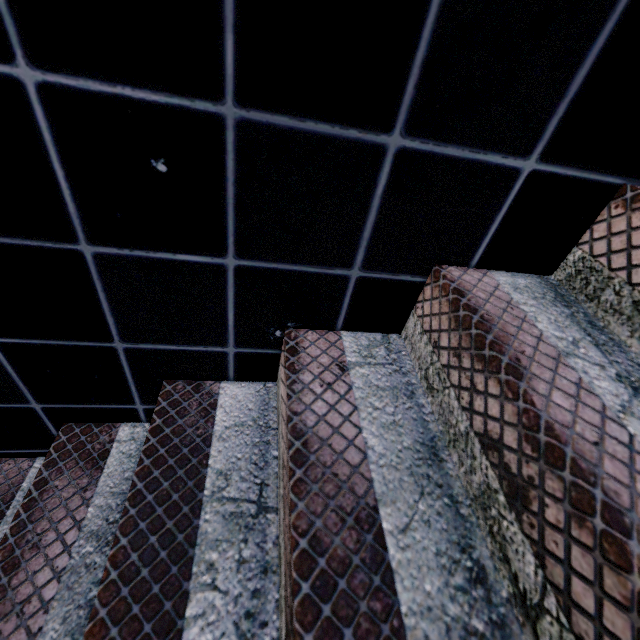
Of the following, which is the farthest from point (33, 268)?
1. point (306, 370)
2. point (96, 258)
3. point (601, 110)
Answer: point (601, 110)
